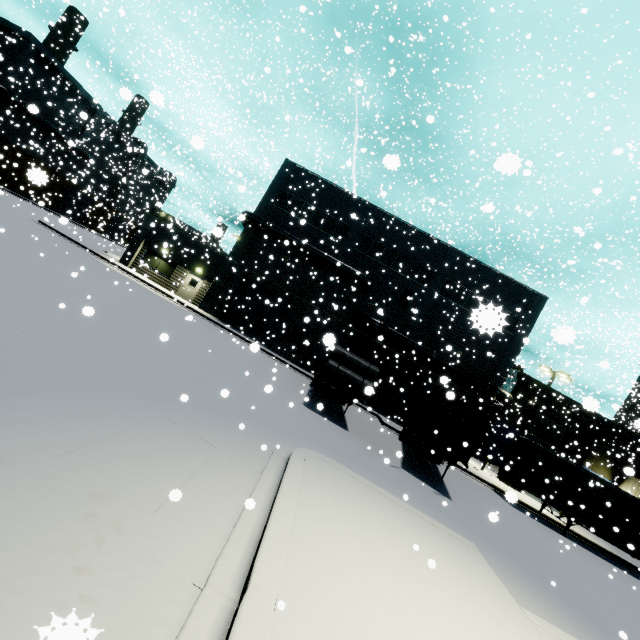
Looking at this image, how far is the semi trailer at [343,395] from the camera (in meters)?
14.63

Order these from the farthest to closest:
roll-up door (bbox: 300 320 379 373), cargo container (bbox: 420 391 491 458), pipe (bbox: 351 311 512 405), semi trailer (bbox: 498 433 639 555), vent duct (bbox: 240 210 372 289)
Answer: vent duct (bbox: 240 210 372 289)
pipe (bbox: 351 311 512 405)
semi trailer (bbox: 498 433 639 555)
roll-up door (bbox: 300 320 379 373)
cargo container (bbox: 420 391 491 458)

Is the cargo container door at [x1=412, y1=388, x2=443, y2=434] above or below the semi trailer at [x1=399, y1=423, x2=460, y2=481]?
above

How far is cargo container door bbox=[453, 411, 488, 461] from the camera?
12.4 meters

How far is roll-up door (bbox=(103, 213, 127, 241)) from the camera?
47.2m

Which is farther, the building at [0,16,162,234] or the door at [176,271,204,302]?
the building at [0,16,162,234]

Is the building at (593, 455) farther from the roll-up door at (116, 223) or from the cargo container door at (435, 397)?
the cargo container door at (435, 397)

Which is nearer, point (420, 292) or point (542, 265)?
point (420, 292)
